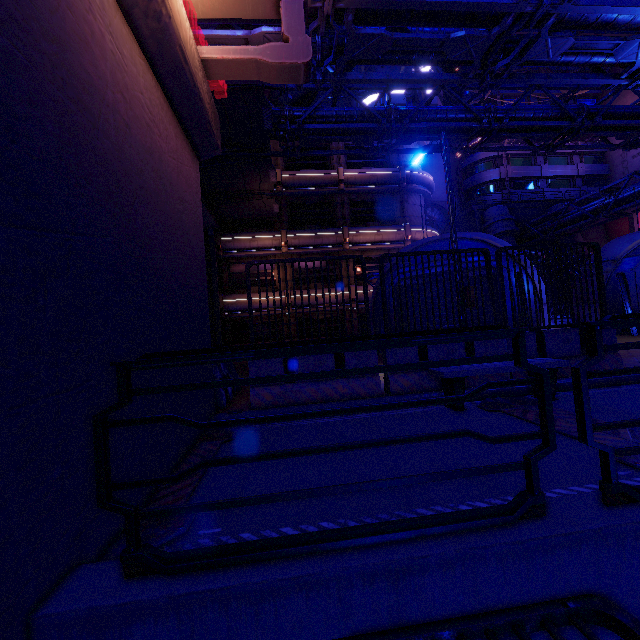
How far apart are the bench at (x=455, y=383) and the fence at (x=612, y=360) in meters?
0.6 m

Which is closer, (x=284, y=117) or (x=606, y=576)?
(x=606, y=576)

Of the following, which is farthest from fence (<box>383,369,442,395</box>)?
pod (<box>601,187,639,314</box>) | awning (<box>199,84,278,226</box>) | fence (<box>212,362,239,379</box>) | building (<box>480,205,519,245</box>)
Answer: building (<box>480,205,519,245</box>)

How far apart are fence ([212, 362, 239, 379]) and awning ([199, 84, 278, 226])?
11.8m

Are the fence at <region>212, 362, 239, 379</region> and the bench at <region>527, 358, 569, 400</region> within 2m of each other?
no

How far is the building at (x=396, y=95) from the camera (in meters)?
35.53

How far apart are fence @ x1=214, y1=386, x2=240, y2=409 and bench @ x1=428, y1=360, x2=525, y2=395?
3.9 meters

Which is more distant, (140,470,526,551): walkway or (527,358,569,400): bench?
(527,358,569,400): bench
